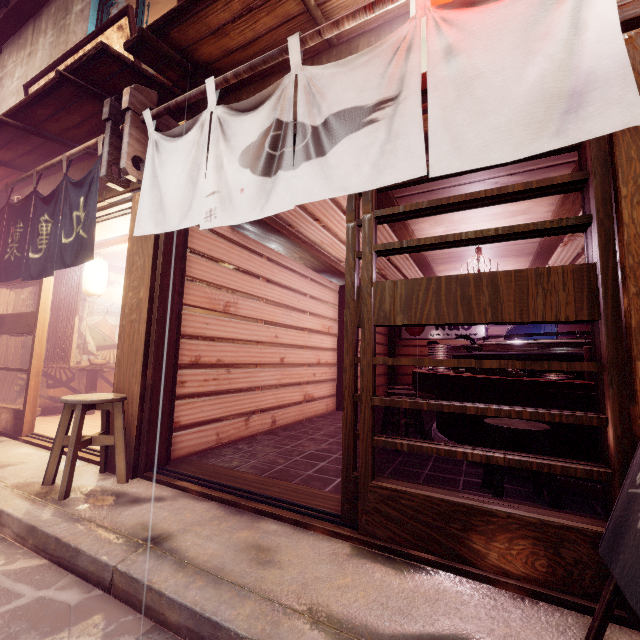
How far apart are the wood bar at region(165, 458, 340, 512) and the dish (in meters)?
3.72

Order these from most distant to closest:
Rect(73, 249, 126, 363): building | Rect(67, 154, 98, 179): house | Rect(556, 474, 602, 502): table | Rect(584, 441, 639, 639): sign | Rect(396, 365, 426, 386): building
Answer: Rect(396, 365, 426, 386): building < Rect(73, 249, 126, 363): building < Rect(67, 154, 98, 179): house < Rect(556, 474, 602, 502): table < Rect(584, 441, 639, 639): sign

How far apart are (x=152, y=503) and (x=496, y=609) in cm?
425

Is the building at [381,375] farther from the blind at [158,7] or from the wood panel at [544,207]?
the blind at [158,7]

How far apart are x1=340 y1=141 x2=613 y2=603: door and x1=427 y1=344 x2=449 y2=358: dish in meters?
3.9 m

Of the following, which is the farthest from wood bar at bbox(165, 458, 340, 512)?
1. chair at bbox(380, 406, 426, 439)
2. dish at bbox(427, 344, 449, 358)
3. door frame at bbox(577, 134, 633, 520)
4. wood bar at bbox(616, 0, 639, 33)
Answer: wood bar at bbox(616, 0, 639, 33)

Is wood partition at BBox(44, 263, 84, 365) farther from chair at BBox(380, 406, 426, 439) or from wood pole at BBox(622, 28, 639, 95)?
wood pole at BBox(622, 28, 639, 95)

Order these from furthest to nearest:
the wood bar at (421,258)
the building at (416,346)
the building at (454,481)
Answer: the building at (416,346)
the wood bar at (421,258)
the building at (454,481)
